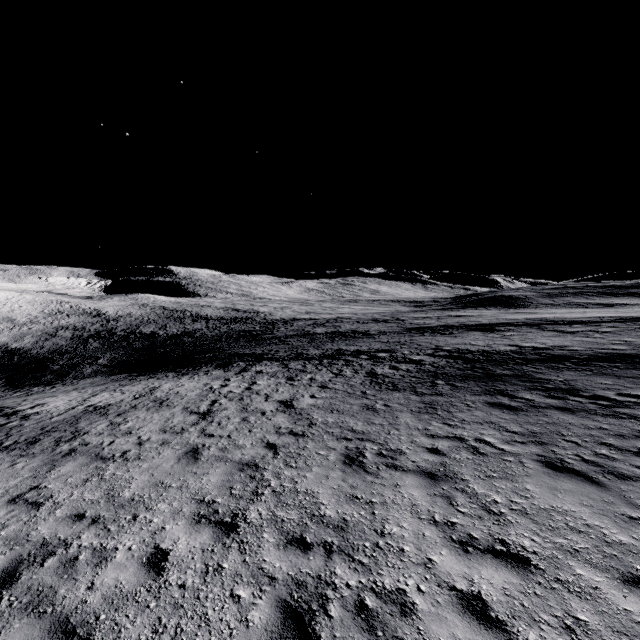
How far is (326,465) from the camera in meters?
7.2 m
